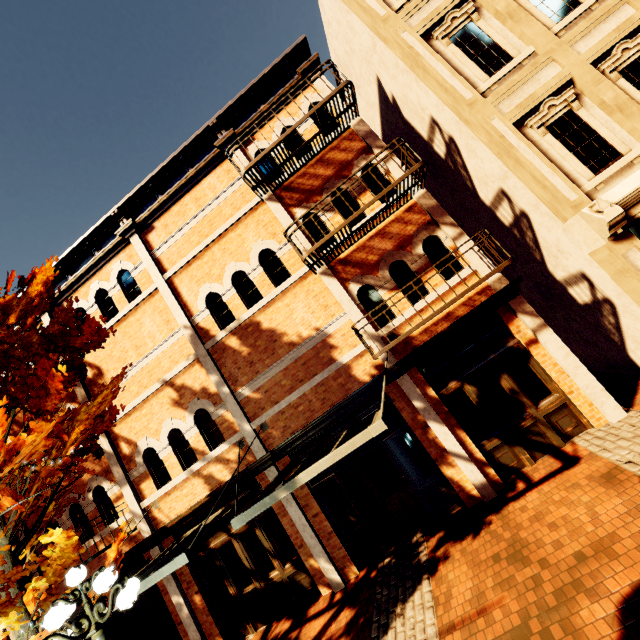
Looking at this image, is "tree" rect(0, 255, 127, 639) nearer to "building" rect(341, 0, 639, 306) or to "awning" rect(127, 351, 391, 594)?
"building" rect(341, 0, 639, 306)

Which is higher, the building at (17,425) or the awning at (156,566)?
the building at (17,425)

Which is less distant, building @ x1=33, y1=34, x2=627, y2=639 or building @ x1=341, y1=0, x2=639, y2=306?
building @ x1=341, y1=0, x2=639, y2=306

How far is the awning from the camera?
4.9m

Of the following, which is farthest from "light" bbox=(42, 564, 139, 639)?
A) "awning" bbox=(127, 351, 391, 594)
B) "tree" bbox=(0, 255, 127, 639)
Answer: "awning" bbox=(127, 351, 391, 594)

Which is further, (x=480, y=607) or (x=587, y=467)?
(x=587, y=467)

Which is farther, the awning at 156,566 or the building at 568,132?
the building at 568,132

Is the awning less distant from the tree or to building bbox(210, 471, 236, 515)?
building bbox(210, 471, 236, 515)
